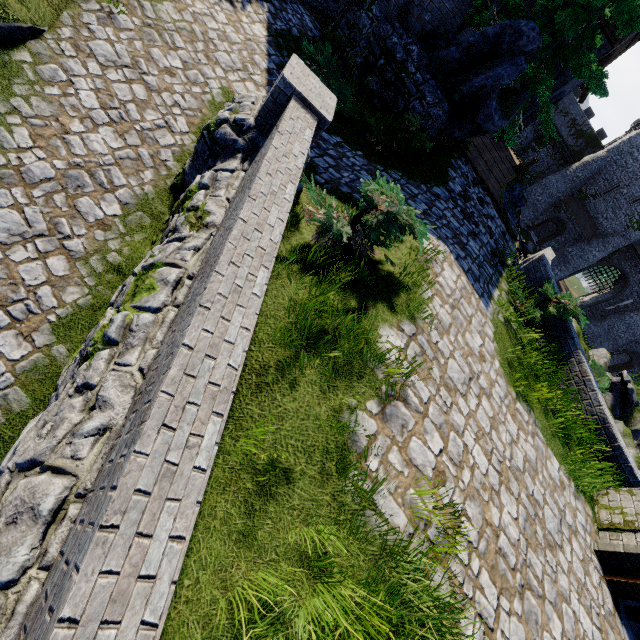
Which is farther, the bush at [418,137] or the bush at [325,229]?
the bush at [418,137]

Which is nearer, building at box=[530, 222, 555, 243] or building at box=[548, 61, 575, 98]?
building at box=[548, 61, 575, 98]

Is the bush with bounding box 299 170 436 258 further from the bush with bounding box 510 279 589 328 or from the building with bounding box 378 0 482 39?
the building with bounding box 378 0 482 39

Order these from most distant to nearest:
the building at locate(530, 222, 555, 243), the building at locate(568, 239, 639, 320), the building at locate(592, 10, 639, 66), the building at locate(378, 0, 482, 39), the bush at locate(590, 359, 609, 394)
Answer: the building at locate(530, 222, 555, 243) → the building at locate(568, 239, 639, 320) → the bush at locate(590, 359, 609, 394) → the building at locate(592, 10, 639, 66) → the building at locate(378, 0, 482, 39)

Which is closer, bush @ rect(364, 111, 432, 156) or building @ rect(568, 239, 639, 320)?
bush @ rect(364, 111, 432, 156)

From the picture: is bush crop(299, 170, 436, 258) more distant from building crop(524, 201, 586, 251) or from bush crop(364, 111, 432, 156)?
building crop(524, 201, 586, 251)

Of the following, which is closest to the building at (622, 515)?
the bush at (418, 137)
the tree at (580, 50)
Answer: the bush at (418, 137)

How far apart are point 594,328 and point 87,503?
54.26m
